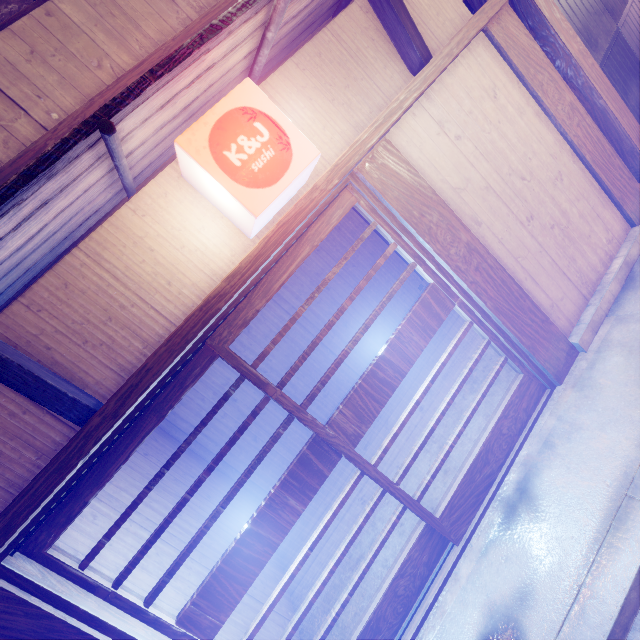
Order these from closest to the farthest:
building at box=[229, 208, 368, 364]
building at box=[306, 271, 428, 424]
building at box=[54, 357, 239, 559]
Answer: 1. building at box=[54, 357, 239, 559]
2. building at box=[229, 208, 368, 364]
3. building at box=[306, 271, 428, 424]

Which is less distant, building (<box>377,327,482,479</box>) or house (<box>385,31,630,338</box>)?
house (<box>385,31,630,338</box>)

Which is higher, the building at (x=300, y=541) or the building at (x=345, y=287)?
the building at (x=345, y=287)

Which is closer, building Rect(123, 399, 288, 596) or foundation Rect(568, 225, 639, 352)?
building Rect(123, 399, 288, 596)

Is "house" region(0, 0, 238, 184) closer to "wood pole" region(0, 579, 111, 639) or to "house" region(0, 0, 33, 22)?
"house" region(0, 0, 33, 22)

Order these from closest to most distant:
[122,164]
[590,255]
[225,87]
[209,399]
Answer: [122,164] < [225,87] < [590,255] < [209,399]

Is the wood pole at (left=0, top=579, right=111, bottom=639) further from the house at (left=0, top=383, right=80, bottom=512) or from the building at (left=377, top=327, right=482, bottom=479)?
the building at (left=377, top=327, right=482, bottom=479)

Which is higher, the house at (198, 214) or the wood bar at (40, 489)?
the house at (198, 214)
